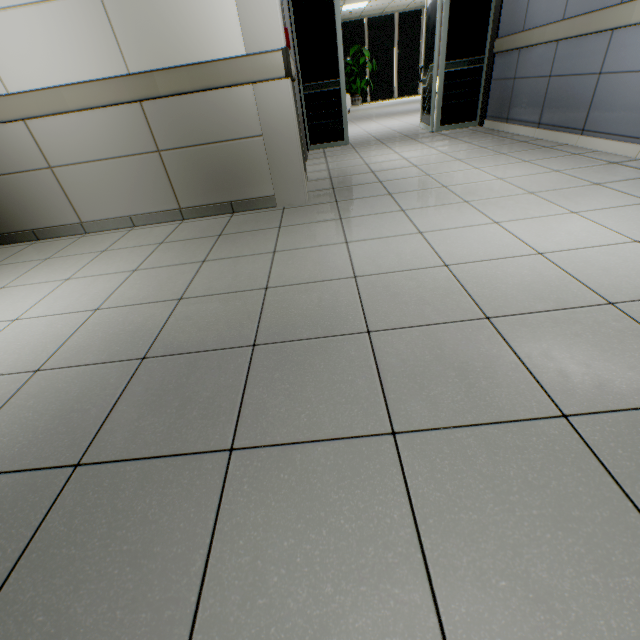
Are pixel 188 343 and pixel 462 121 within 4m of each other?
no
